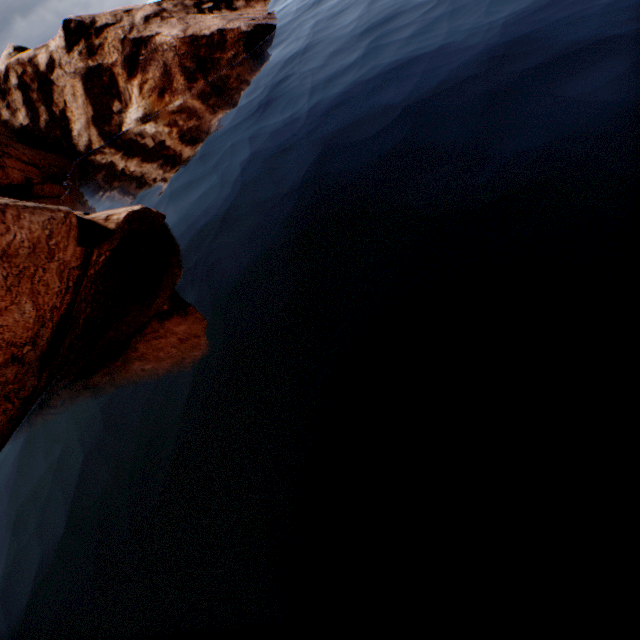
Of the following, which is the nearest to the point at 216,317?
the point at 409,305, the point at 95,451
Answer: the point at 95,451
